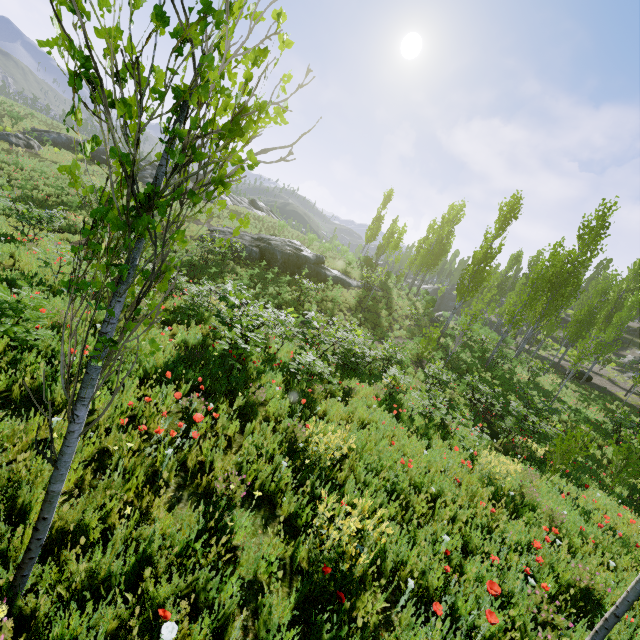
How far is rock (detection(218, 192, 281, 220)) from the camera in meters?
40.2

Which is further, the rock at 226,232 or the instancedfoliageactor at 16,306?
the rock at 226,232

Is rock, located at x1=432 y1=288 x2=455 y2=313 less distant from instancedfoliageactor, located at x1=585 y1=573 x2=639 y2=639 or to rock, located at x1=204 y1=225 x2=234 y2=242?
rock, located at x1=204 y1=225 x2=234 y2=242

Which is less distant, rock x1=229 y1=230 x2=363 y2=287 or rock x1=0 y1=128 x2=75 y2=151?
rock x1=229 y1=230 x2=363 y2=287

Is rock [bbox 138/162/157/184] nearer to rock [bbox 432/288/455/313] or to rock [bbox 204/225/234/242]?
rock [bbox 204/225/234/242]

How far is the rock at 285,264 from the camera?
23.48m

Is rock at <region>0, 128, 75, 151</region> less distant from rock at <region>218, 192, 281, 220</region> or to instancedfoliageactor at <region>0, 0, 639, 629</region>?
instancedfoliageactor at <region>0, 0, 639, 629</region>

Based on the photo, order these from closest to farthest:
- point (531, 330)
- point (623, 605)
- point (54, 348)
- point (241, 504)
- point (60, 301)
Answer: point (623, 605) < point (241, 504) < point (54, 348) < point (60, 301) < point (531, 330)
